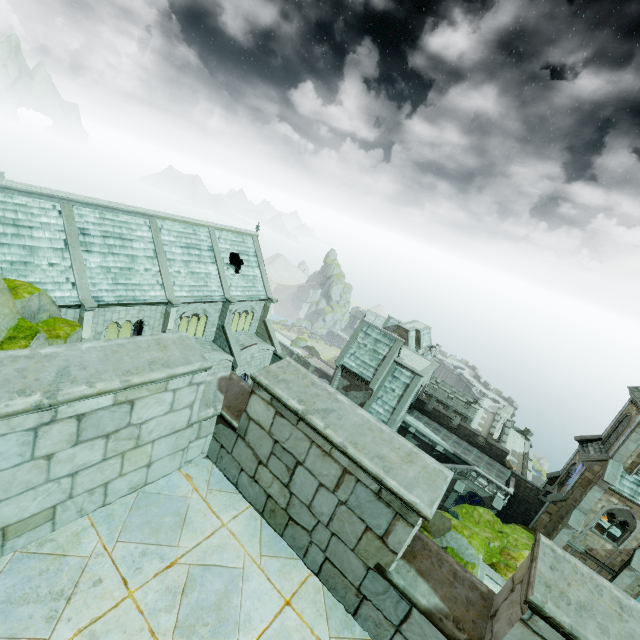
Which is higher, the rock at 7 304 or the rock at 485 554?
the rock at 7 304

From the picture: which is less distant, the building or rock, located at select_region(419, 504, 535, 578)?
the building

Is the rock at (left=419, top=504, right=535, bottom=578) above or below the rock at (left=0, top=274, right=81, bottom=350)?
below

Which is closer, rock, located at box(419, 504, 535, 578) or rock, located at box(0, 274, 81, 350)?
rock, located at box(0, 274, 81, 350)

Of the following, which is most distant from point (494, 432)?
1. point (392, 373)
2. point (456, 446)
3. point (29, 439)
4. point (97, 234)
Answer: point (29, 439)

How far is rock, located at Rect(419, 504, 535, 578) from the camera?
19.9m

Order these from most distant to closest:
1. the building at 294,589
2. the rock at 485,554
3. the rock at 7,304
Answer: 1. the rock at 485,554
2. the rock at 7,304
3. the building at 294,589

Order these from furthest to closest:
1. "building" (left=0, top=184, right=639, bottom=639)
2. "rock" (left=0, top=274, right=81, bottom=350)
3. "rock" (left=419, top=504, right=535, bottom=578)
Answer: "rock" (left=419, top=504, right=535, bottom=578), "rock" (left=0, top=274, right=81, bottom=350), "building" (left=0, top=184, right=639, bottom=639)
